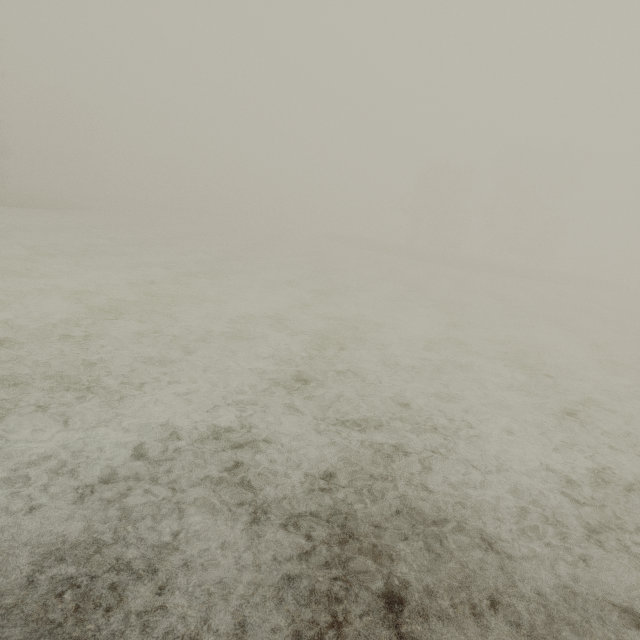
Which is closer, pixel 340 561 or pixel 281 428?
pixel 340 561
